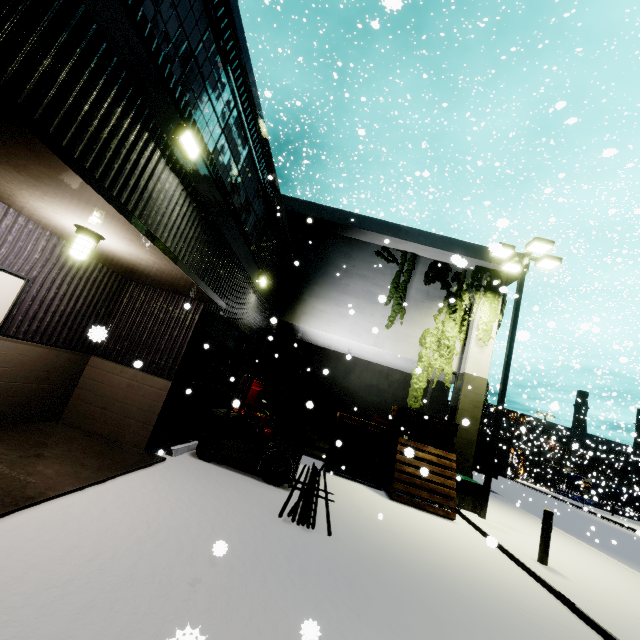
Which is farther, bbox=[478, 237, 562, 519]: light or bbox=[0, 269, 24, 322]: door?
bbox=[478, 237, 562, 519]: light

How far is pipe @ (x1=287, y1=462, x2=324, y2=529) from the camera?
5.5 meters

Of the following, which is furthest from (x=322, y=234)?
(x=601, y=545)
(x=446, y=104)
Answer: (x=601, y=545)

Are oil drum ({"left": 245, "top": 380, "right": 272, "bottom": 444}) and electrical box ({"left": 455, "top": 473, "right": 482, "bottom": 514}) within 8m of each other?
yes

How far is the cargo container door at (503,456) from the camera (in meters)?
21.64

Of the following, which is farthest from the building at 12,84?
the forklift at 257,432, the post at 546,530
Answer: the post at 546,530

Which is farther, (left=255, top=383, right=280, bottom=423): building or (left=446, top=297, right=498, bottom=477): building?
(left=255, top=383, right=280, bottom=423): building

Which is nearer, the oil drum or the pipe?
the pipe
